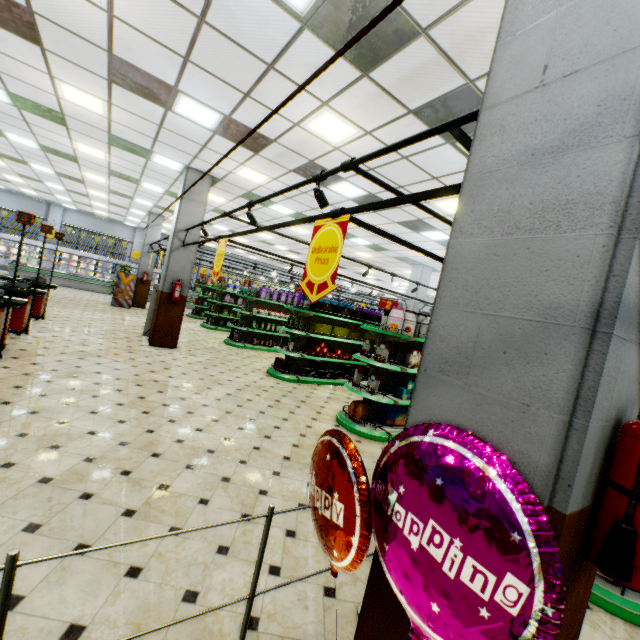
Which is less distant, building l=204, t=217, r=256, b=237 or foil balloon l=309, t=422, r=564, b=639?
foil balloon l=309, t=422, r=564, b=639

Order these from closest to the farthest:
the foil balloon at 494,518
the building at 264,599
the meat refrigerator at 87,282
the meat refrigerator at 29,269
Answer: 1. the foil balloon at 494,518
2. the building at 264,599
3. the meat refrigerator at 29,269
4. the meat refrigerator at 87,282

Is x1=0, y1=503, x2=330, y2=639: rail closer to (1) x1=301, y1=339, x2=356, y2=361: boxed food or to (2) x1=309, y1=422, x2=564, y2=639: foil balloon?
(2) x1=309, y1=422, x2=564, y2=639: foil balloon

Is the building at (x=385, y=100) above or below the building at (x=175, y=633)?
above

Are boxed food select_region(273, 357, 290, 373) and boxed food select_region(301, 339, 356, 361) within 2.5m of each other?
yes

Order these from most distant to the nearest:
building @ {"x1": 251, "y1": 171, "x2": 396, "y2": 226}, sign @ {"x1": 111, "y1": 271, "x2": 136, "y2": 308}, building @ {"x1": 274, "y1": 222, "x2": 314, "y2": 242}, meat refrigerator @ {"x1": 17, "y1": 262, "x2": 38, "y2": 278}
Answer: meat refrigerator @ {"x1": 17, "y1": 262, "x2": 38, "y2": 278} → sign @ {"x1": 111, "y1": 271, "x2": 136, "y2": 308} → building @ {"x1": 274, "y1": 222, "x2": 314, "y2": 242} → building @ {"x1": 251, "y1": 171, "x2": 396, "y2": 226}

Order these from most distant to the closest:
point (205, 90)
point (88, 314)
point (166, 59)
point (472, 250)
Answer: point (88, 314)
point (205, 90)
point (166, 59)
point (472, 250)

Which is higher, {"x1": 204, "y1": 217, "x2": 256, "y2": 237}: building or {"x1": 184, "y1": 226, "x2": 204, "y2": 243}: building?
{"x1": 204, "y1": 217, "x2": 256, "y2": 237}: building
